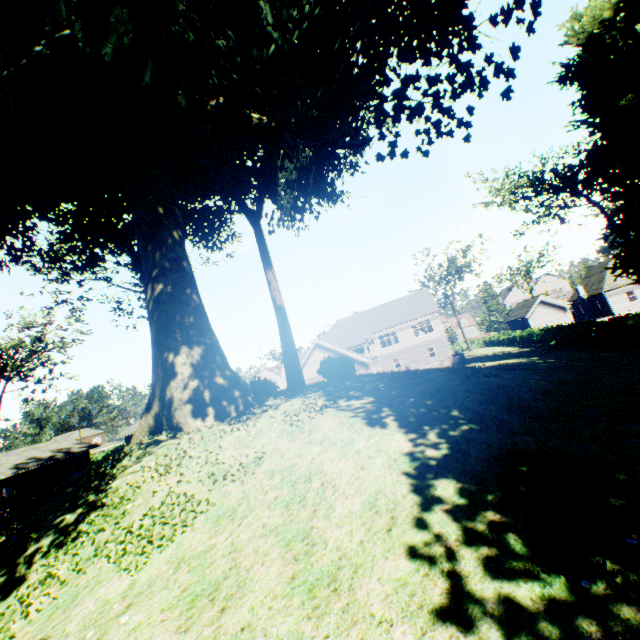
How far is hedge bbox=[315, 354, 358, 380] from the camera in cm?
1495

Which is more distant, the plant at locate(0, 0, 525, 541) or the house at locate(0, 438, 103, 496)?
the house at locate(0, 438, 103, 496)

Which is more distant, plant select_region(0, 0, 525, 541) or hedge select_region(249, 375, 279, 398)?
hedge select_region(249, 375, 279, 398)

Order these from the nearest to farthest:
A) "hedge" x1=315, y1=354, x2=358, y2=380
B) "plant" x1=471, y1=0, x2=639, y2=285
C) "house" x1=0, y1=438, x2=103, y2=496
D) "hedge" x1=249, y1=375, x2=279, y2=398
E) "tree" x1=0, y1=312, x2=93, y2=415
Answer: "hedge" x1=249, y1=375, x2=279, y2=398, "hedge" x1=315, y1=354, x2=358, y2=380, "plant" x1=471, y1=0, x2=639, y2=285, "house" x1=0, y1=438, x2=103, y2=496, "tree" x1=0, y1=312, x2=93, y2=415

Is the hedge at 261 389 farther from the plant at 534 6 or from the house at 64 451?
the house at 64 451

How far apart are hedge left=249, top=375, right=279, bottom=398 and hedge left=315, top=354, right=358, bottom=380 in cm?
273

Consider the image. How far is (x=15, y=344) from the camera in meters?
38.2

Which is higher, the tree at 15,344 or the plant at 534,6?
the tree at 15,344
